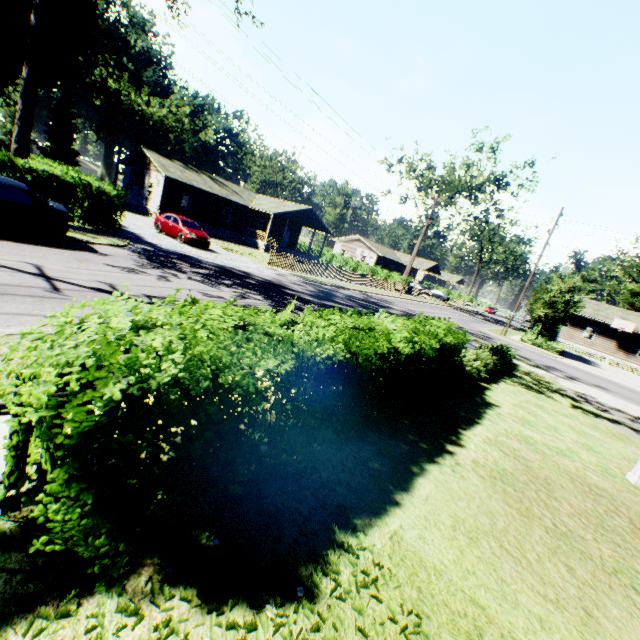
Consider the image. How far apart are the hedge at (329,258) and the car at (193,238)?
28.0m

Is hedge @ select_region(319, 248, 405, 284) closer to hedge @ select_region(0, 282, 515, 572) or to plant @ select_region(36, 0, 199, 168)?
plant @ select_region(36, 0, 199, 168)

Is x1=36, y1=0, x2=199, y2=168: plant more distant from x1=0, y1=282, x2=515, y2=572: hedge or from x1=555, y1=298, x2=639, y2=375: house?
x1=0, y1=282, x2=515, y2=572: hedge

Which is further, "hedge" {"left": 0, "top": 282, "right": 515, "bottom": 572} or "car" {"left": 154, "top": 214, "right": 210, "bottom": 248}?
"car" {"left": 154, "top": 214, "right": 210, "bottom": 248}

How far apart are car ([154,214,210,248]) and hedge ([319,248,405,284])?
28.0 meters

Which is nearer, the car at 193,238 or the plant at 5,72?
the car at 193,238

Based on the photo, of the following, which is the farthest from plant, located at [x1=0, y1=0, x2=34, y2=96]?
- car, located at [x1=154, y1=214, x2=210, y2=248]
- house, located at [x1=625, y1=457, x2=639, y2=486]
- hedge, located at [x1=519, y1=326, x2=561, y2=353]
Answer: car, located at [x1=154, y1=214, x2=210, y2=248]

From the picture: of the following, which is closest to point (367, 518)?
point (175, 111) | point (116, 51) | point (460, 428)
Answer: point (460, 428)
